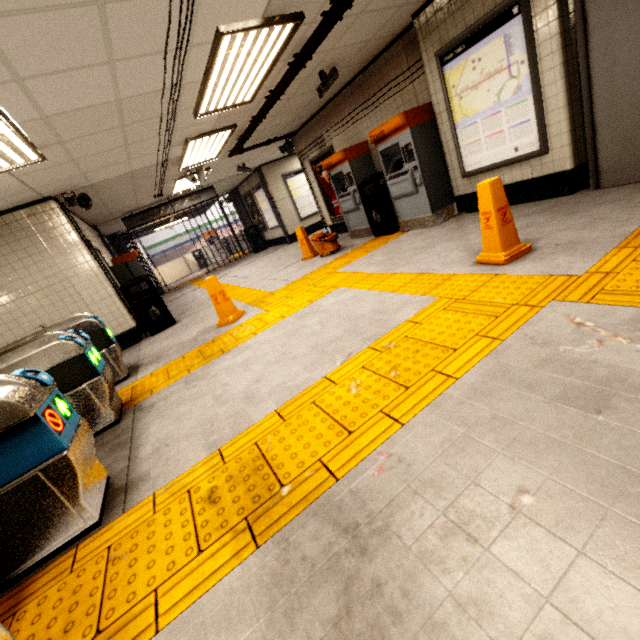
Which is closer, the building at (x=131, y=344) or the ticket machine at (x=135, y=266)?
the building at (x=131, y=344)

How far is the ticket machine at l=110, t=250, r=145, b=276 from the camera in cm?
913

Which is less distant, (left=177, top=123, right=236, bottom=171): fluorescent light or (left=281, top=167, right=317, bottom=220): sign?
(left=177, top=123, right=236, bottom=171): fluorescent light

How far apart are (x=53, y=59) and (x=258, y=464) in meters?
3.5

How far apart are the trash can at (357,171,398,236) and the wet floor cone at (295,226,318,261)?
1.5 meters

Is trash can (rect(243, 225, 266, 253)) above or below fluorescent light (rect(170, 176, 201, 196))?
below

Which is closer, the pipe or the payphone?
the pipe

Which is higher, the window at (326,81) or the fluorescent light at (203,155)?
the fluorescent light at (203,155)
